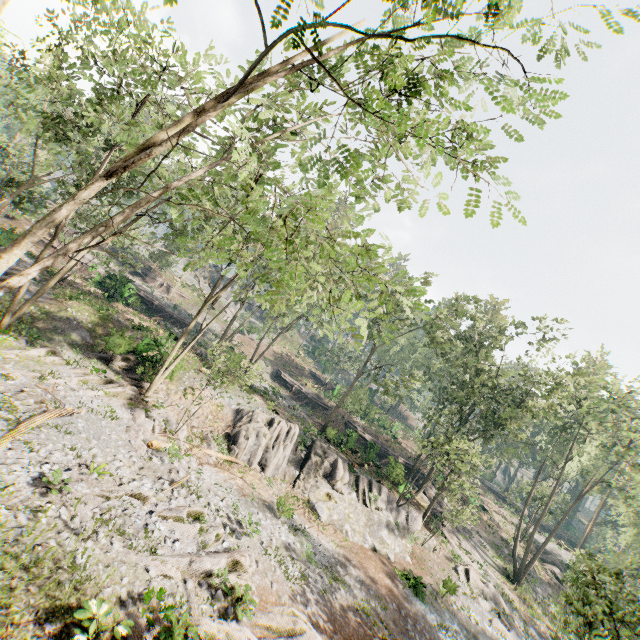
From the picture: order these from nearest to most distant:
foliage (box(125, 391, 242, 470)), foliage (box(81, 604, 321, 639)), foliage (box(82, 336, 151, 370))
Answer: foliage (box(81, 604, 321, 639)) < foliage (box(125, 391, 242, 470)) < foliage (box(82, 336, 151, 370))

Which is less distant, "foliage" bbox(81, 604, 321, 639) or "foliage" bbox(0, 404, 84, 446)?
"foliage" bbox(81, 604, 321, 639)

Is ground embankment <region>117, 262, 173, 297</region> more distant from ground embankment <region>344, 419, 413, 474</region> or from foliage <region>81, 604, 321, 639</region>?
ground embankment <region>344, 419, 413, 474</region>

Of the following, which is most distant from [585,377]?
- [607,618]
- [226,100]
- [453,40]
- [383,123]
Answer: [226,100]

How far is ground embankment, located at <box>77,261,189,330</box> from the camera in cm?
3466

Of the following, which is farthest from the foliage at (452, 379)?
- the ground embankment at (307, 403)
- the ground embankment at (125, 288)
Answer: the ground embankment at (307, 403)
